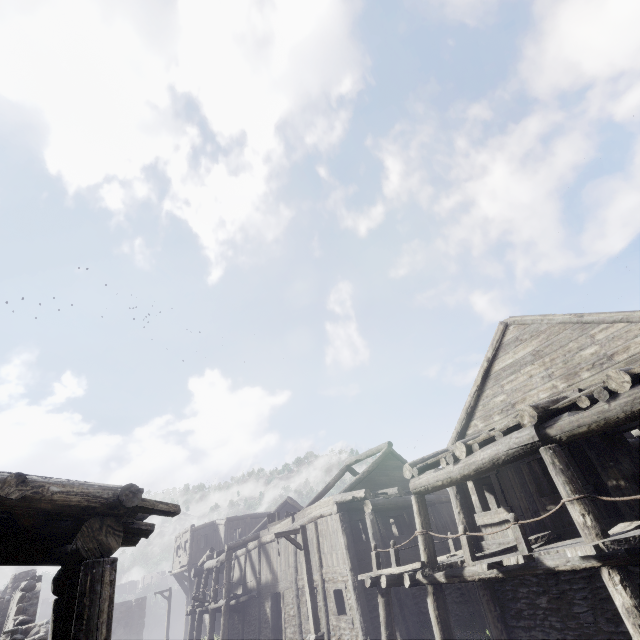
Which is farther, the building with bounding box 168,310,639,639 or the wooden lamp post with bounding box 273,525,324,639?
the wooden lamp post with bounding box 273,525,324,639

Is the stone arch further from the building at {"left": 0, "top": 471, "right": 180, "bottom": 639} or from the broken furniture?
the broken furniture

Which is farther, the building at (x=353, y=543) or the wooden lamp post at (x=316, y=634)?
the wooden lamp post at (x=316, y=634)

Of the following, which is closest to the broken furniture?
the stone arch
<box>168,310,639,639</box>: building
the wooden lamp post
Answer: <box>168,310,639,639</box>: building

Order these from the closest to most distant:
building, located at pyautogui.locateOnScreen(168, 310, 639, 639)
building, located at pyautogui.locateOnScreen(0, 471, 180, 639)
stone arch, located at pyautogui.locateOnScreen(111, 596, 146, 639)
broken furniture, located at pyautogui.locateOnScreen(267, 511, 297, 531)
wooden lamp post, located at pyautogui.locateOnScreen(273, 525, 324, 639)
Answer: building, located at pyautogui.locateOnScreen(0, 471, 180, 639), building, located at pyautogui.locateOnScreen(168, 310, 639, 639), wooden lamp post, located at pyautogui.locateOnScreen(273, 525, 324, 639), broken furniture, located at pyautogui.locateOnScreen(267, 511, 297, 531), stone arch, located at pyautogui.locateOnScreen(111, 596, 146, 639)

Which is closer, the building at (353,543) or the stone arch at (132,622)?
the building at (353,543)

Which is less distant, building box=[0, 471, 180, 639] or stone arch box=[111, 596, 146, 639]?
building box=[0, 471, 180, 639]

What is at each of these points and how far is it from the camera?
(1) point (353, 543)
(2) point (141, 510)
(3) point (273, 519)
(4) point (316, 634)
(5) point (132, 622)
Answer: (1) building, 14.9m
(2) building, 5.5m
(3) broken furniture, 21.8m
(4) wooden lamp post, 12.2m
(5) stone arch, 33.1m
